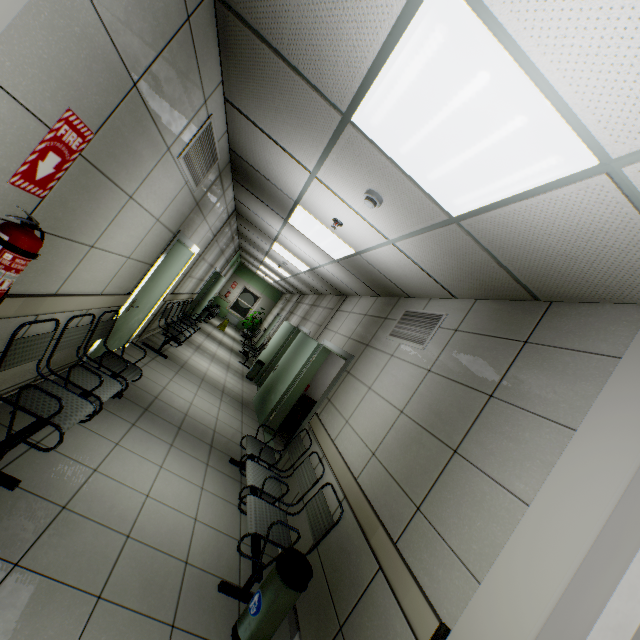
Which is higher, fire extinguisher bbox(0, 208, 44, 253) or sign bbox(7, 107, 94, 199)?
sign bbox(7, 107, 94, 199)

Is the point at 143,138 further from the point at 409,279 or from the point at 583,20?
the point at 409,279

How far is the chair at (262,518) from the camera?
2.57m

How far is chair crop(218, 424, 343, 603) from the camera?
2.57m

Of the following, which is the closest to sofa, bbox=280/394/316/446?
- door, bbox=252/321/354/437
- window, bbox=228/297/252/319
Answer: door, bbox=252/321/354/437

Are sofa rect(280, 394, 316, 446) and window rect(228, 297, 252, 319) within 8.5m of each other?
no

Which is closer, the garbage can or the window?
the garbage can

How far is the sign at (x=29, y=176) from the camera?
1.48m
